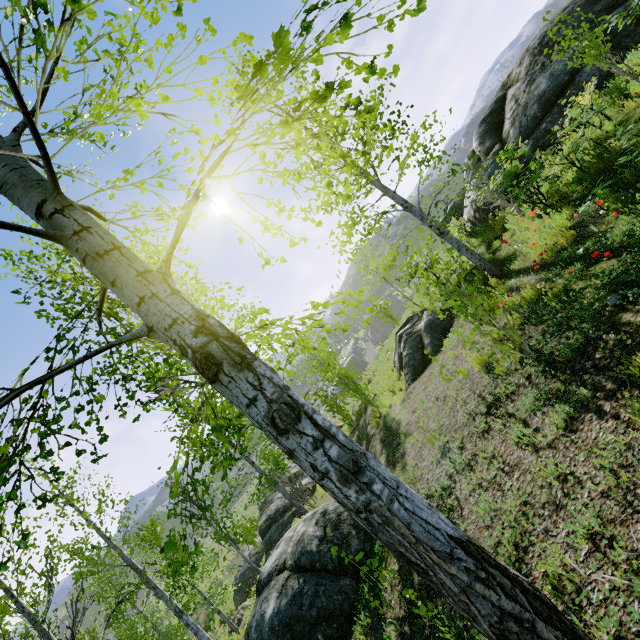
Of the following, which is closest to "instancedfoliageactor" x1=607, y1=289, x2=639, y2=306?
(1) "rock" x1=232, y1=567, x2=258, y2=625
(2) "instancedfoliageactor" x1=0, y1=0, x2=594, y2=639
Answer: (2) "instancedfoliageactor" x1=0, y1=0, x2=594, y2=639

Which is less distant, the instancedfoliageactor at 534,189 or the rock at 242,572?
the instancedfoliageactor at 534,189

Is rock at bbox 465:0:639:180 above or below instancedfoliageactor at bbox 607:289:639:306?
above

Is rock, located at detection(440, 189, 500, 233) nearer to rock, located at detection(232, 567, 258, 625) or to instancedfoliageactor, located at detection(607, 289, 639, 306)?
instancedfoliageactor, located at detection(607, 289, 639, 306)

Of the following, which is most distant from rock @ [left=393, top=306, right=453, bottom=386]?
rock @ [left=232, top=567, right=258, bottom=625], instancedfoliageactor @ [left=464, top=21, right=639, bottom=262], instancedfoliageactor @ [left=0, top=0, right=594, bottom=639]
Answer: rock @ [left=232, top=567, right=258, bottom=625]

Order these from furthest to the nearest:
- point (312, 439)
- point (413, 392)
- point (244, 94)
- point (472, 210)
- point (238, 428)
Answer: point (472, 210)
point (413, 392)
point (238, 428)
point (312, 439)
point (244, 94)

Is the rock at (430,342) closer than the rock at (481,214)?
Yes

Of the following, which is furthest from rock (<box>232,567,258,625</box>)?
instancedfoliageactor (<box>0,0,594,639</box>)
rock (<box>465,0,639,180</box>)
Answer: rock (<box>465,0,639,180</box>)
